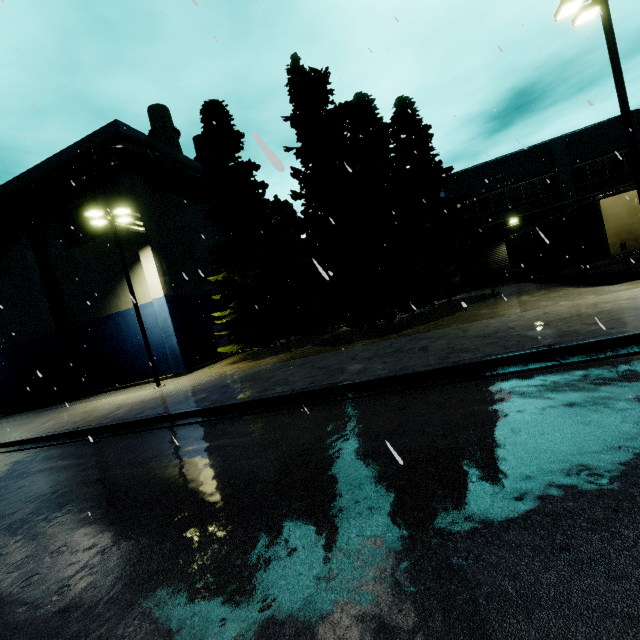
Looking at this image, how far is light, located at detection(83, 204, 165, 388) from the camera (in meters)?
16.89

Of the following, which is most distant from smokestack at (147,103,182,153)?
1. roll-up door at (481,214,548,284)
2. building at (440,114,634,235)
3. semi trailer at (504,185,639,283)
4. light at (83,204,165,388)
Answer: semi trailer at (504,185,639,283)

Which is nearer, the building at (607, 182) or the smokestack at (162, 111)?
the building at (607, 182)

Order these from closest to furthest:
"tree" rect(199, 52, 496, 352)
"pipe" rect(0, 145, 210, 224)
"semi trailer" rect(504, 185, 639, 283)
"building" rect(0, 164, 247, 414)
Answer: "semi trailer" rect(504, 185, 639, 283) → "tree" rect(199, 52, 496, 352) → "pipe" rect(0, 145, 210, 224) → "building" rect(0, 164, 247, 414)

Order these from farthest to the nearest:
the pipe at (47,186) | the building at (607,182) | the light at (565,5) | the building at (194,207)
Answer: the building at (607,182) → the building at (194,207) → the pipe at (47,186) → the light at (565,5)

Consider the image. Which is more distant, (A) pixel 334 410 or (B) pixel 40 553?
(A) pixel 334 410

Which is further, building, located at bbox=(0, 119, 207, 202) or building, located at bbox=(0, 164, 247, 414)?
building, located at bbox=(0, 164, 247, 414)

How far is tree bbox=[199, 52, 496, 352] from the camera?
16.62m
